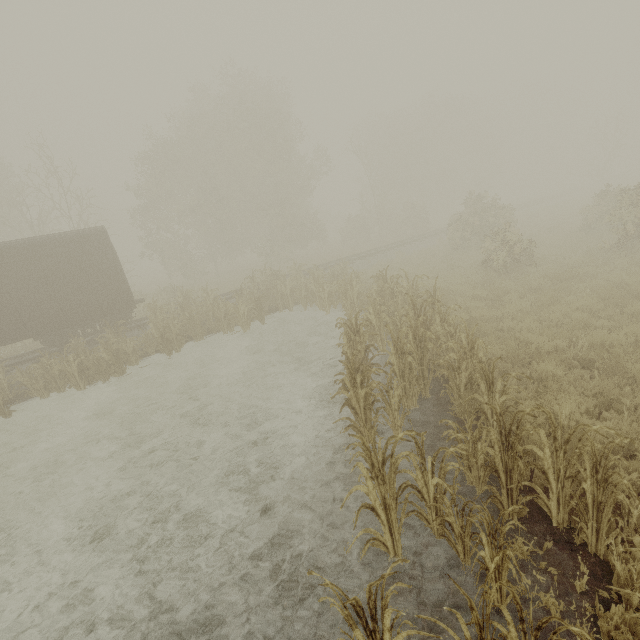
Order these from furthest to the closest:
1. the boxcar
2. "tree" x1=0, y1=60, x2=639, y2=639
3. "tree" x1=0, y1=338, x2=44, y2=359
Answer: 1. "tree" x1=0, y1=338, x2=44, y2=359
2. the boxcar
3. "tree" x1=0, y1=60, x2=639, y2=639

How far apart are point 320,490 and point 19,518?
6.3 meters

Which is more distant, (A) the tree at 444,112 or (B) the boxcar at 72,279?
(B) the boxcar at 72,279

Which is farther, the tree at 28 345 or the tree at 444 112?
the tree at 28 345

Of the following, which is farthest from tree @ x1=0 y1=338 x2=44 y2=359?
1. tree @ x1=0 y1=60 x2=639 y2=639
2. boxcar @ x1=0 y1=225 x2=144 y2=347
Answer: tree @ x1=0 y1=60 x2=639 y2=639

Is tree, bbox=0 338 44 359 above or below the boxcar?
below
